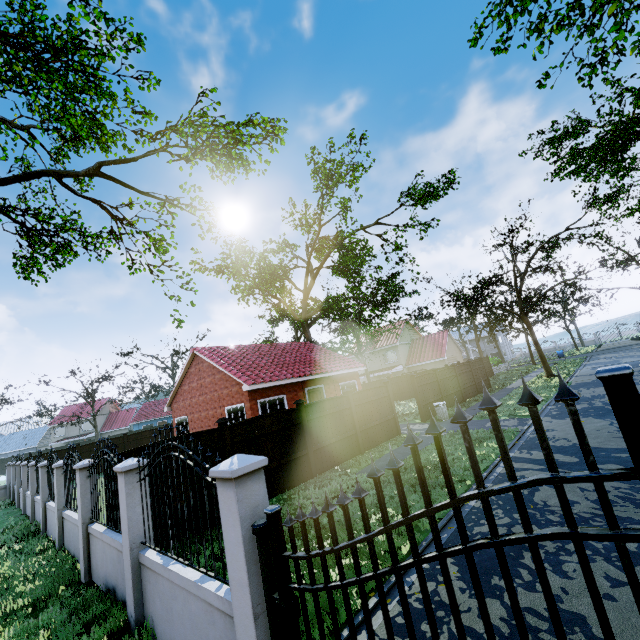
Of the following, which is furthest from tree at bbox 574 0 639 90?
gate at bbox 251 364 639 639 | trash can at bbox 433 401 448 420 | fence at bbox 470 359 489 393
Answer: trash can at bbox 433 401 448 420

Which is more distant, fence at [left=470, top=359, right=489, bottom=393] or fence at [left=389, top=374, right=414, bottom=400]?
fence at [left=389, top=374, right=414, bottom=400]

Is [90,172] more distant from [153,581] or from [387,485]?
[387,485]

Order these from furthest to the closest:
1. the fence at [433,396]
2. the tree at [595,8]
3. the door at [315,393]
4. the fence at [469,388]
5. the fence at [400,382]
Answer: the fence at [400,382]
the fence at [469,388]
the door at [315,393]
the fence at [433,396]
the tree at [595,8]

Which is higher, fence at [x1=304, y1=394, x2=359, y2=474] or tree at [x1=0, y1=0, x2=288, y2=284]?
tree at [x1=0, y1=0, x2=288, y2=284]

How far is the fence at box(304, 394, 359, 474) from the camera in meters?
11.2 m

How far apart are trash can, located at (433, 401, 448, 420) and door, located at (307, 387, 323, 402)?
6.9m

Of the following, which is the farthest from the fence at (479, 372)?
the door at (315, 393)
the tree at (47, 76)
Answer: the door at (315, 393)
